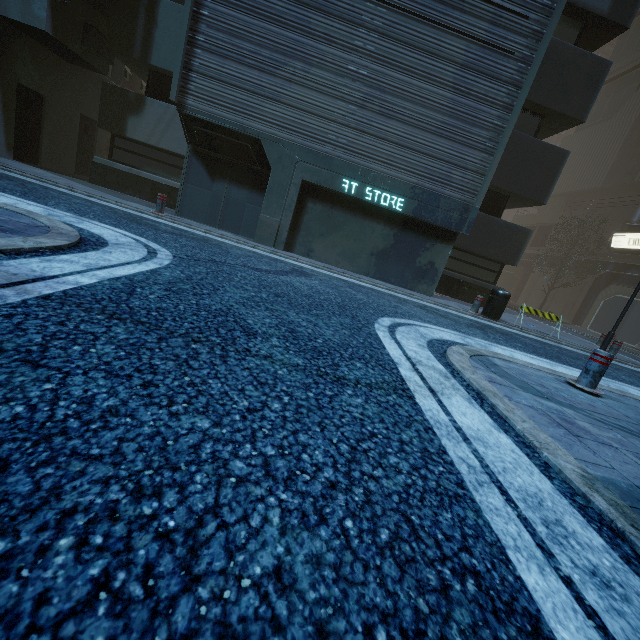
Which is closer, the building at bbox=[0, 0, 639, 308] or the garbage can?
the building at bbox=[0, 0, 639, 308]

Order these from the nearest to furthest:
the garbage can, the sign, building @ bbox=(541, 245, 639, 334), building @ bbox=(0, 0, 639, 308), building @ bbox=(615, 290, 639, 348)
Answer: building @ bbox=(0, 0, 639, 308) → the garbage can → building @ bbox=(615, 290, 639, 348) → the sign → building @ bbox=(541, 245, 639, 334)

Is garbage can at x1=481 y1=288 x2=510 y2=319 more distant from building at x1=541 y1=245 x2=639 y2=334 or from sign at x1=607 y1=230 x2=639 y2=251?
sign at x1=607 y1=230 x2=639 y2=251

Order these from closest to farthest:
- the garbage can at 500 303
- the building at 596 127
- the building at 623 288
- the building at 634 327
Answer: the building at 596 127 < the garbage can at 500 303 < the building at 634 327 < the building at 623 288

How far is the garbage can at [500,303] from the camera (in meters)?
9.68

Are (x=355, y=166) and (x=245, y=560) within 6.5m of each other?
no
